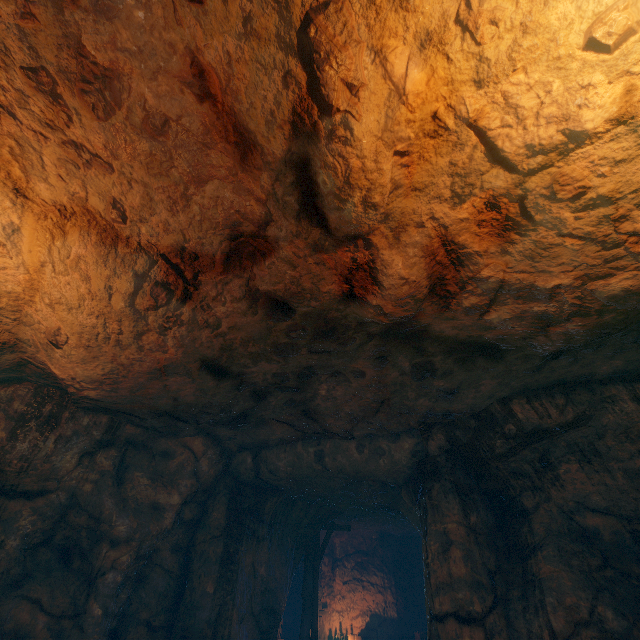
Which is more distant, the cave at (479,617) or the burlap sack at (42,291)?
the cave at (479,617)

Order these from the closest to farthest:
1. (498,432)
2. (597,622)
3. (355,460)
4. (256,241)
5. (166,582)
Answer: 1. (256,241)
2. (597,622)
3. (498,432)
4. (166,582)
5. (355,460)

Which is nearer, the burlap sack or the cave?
the burlap sack
